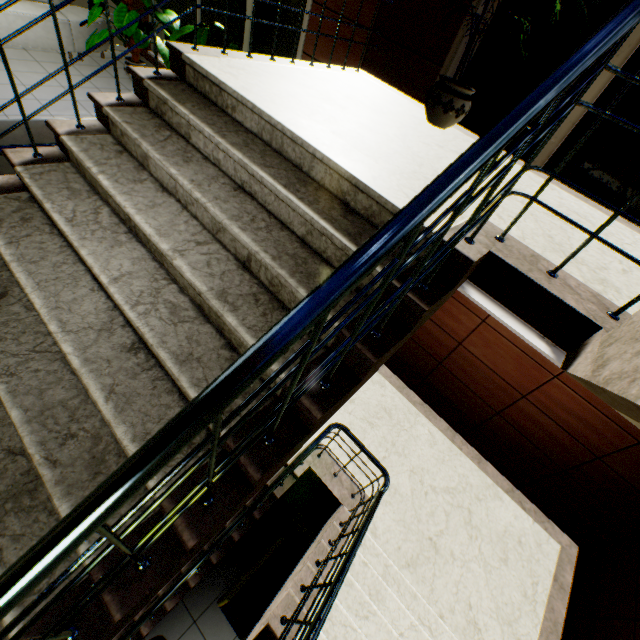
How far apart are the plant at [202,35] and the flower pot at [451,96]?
2.7 meters

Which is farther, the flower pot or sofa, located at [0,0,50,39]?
sofa, located at [0,0,50,39]

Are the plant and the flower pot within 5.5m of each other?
yes

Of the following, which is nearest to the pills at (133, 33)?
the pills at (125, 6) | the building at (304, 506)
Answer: the pills at (125, 6)

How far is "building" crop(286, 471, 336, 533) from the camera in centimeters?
450cm

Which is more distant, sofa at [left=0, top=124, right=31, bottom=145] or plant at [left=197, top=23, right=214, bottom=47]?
plant at [left=197, top=23, right=214, bottom=47]

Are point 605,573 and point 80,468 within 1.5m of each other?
no

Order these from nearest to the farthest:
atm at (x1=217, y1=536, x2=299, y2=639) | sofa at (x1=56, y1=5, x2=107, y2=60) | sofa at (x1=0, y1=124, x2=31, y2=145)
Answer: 1. sofa at (x1=0, y1=124, x2=31, y2=145)
2. atm at (x1=217, y1=536, x2=299, y2=639)
3. sofa at (x1=56, y1=5, x2=107, y2=60)
